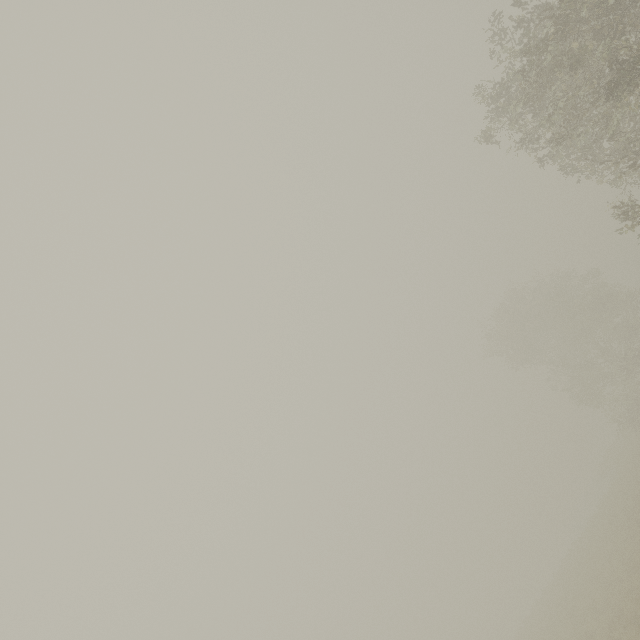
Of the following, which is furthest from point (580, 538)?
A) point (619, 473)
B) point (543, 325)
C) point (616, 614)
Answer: point (543, 325)
